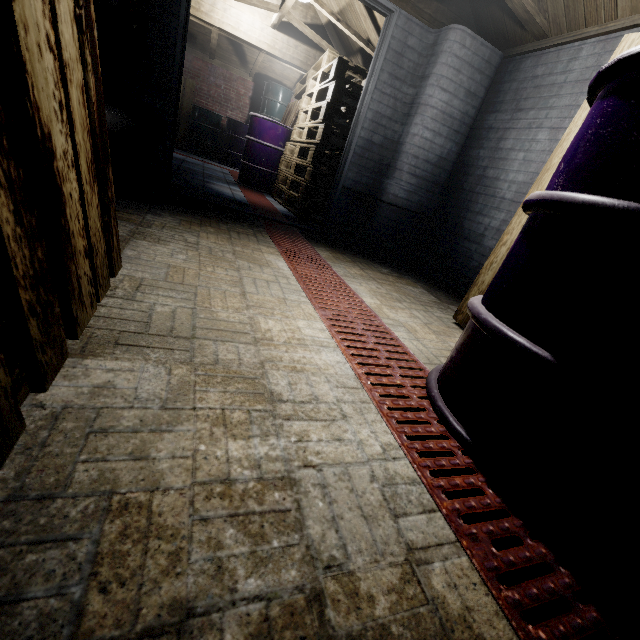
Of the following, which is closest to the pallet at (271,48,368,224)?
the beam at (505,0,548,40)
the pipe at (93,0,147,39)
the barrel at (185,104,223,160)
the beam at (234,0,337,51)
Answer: the beam at (234,0,337,51)

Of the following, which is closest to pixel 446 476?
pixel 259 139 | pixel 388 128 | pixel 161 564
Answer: pixel 161 564

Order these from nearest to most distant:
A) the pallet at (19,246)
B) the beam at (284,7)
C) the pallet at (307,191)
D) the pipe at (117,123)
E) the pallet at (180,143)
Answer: the pallet at (19,246)
the pipe at (117,123)
the pallet at (307,191)
the beam at (284,7)
the pallet at (180,143)

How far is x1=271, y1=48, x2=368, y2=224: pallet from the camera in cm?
353

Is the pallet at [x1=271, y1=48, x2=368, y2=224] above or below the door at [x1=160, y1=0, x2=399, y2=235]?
below

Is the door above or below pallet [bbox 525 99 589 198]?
above

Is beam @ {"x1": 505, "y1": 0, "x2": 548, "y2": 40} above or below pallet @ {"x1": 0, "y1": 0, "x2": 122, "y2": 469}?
above

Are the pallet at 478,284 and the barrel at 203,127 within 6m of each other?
no
